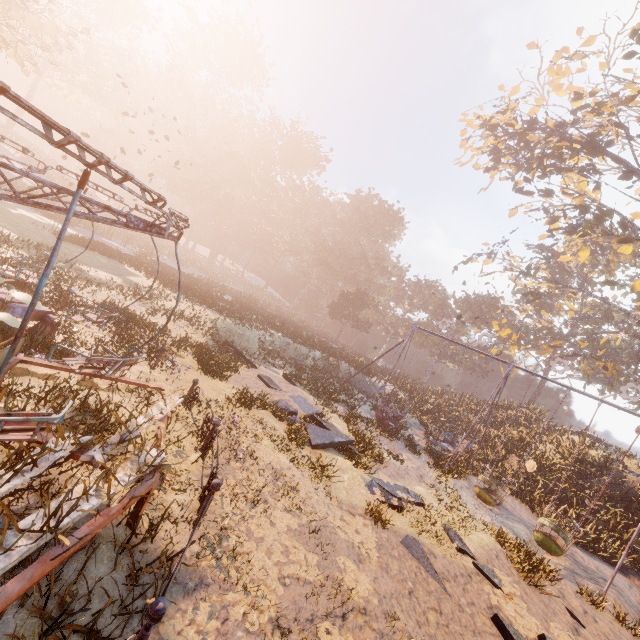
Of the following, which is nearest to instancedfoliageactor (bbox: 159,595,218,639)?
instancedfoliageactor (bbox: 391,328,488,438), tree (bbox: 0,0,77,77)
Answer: tree (bbox: 0,0,77,77)

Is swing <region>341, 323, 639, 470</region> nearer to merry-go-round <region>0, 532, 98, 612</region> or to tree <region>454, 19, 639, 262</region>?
tree <region>454, 19, 639, 262</region>

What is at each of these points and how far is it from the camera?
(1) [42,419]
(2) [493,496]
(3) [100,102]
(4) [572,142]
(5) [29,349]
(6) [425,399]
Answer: (1) merry-go-round, 3.0 meters
(2) swing, 14.7 meters
(3) instancedfoliageactor, 45.2 meters
(4) tree, 18.7 meters
(5) instancedfoliageactor, 7.1 meters
(6) instancedfoliageactor, 28.8 meters

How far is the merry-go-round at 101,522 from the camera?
3.3 meters

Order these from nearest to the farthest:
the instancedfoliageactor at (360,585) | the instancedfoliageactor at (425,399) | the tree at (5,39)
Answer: the instancedfoliageactor at (360,585) < the tree at (5,39) < the instancedfoliageactor at (425,399)

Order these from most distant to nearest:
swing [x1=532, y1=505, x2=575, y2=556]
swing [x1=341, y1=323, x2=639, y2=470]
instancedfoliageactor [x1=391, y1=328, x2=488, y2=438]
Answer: instancedfoliageactor [x1=391, y1=328, x2=488, y2=438] → swing [x1=341, y1=323, x2=639, y2=470] → swing [x1=532, y1=505, x2=575, y2=556]

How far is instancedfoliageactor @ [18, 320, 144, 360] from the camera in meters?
6.9 m

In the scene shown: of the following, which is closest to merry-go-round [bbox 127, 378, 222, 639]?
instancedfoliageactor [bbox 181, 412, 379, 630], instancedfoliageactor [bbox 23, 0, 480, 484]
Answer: instancedfoliageactor [bbox 181, 412, 379, 630]
